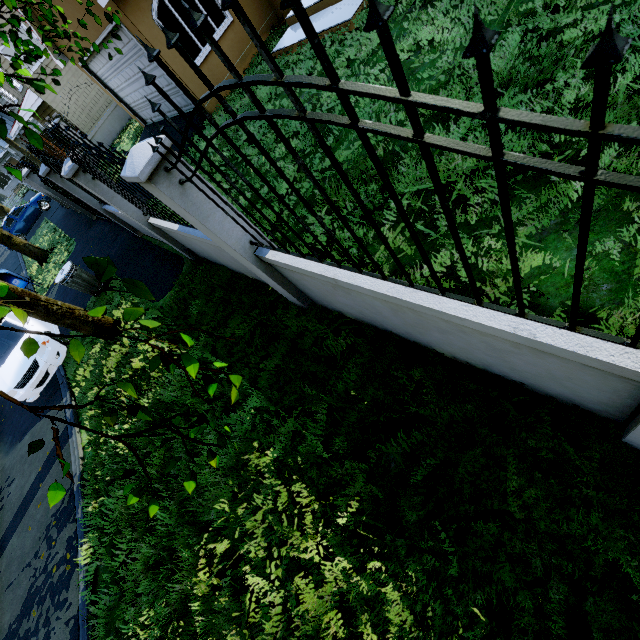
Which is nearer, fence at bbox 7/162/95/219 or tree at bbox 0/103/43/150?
tree at bbox 0/103/43/150

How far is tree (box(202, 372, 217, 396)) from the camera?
1.84m

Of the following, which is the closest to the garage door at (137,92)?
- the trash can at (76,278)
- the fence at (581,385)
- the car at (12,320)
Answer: the fence at (581,385)

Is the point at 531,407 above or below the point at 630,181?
below

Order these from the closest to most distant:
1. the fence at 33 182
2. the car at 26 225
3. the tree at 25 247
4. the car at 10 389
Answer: the car at 10 389 → the fence at 33 182 → the tree at 25 247 → the car at 26 225

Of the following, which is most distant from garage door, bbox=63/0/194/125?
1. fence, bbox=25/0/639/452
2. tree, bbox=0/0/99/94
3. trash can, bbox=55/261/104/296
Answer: trash can, bbox=55/261/104/296

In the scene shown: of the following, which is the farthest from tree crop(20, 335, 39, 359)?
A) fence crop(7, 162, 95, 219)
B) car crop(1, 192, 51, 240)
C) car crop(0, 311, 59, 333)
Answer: car crop(1, 192, 51, 240)
